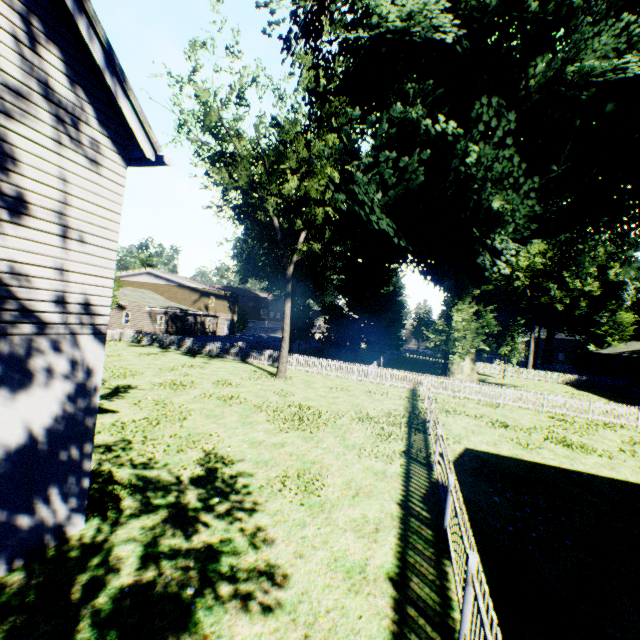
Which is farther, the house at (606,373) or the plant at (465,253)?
the house at (606,373)

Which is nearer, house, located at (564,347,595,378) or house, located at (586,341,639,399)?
house, located at (586,341,639,399)

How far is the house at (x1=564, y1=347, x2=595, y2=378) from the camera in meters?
50.2 m

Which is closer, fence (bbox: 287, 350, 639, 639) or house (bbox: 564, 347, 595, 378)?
fence (bbox: 287, 350, 639, 639)

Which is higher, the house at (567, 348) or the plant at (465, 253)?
the plant at (465, 253)

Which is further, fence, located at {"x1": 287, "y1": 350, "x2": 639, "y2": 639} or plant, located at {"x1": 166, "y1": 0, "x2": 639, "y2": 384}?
plant, located at {"x1": 166, "y1": 0, "x2": 639, "y2": 384}

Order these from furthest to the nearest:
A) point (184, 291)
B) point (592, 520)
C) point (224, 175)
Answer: point (184, 291) < point (224, 175) < point (592, 520)

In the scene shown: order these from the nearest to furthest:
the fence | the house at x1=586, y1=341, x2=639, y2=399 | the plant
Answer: the fence
the plant
the house at x1=586, y1=341, x2=639, y2=399
